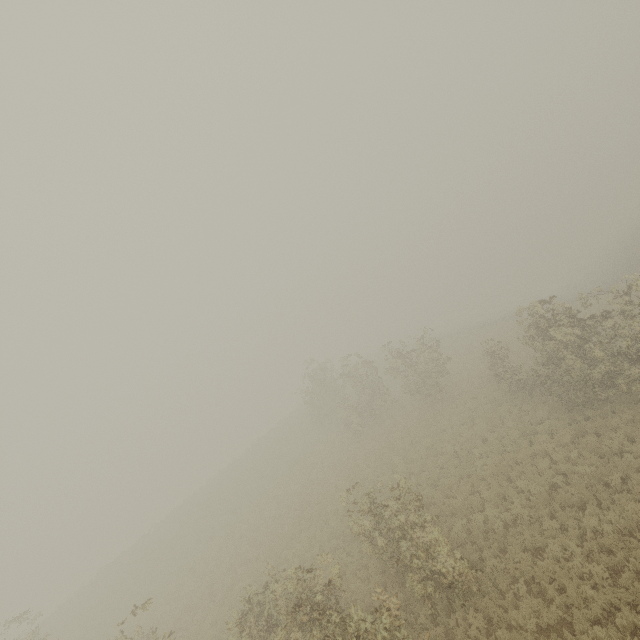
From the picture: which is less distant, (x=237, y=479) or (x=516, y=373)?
(x=516, y=373)
